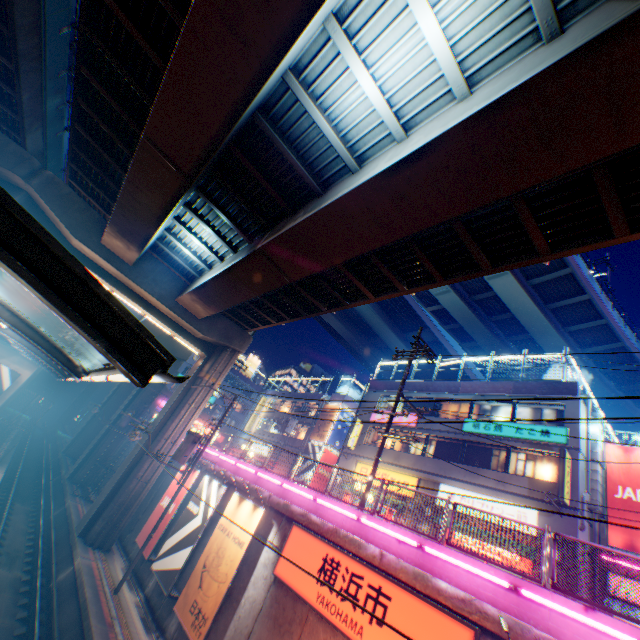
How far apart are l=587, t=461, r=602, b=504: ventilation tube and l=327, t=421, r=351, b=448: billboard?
21.7 meters

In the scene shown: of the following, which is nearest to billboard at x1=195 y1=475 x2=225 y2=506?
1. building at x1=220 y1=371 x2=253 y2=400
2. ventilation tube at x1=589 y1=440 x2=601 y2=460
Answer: building at x1=220 y1=371 x2=253 y2=400

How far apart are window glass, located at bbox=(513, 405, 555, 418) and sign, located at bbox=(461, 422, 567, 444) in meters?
0.6

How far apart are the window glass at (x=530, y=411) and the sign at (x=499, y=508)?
4.33m

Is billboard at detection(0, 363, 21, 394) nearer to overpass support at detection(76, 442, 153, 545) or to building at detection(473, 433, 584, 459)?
overpass support at detection(76, 442, 153, 545)

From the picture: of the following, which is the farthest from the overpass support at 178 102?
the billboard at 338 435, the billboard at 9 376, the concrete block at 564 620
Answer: the billboard at 338 435

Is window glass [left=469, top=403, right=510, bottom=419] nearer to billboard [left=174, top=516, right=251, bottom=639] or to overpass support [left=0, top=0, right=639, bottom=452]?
overpass support [left=0, top=0, right=639, bottom=452]

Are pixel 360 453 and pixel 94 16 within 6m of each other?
no
